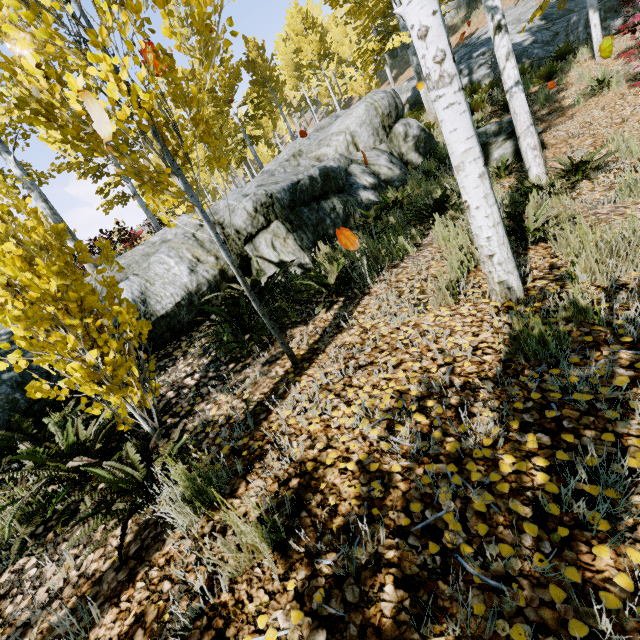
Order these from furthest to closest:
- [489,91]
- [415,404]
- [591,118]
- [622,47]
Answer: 1. [489,91]
2. [622,47]
3. [591,118]
4. [415,404]

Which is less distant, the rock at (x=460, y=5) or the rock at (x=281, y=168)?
the rock at (x=281, y=168)

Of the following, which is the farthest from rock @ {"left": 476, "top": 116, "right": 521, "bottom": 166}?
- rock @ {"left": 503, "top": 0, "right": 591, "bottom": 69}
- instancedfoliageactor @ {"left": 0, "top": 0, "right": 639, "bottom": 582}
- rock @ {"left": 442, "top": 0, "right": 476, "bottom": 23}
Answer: rock @ {"left": 442, "top": 0, "right": 476, "bottom": 23}

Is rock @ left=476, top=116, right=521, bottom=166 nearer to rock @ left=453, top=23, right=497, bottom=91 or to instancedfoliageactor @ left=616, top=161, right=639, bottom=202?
instancedfoliageactor @ left=616, top=161, right=639, bottom=202

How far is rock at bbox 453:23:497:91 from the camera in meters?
12.2 m

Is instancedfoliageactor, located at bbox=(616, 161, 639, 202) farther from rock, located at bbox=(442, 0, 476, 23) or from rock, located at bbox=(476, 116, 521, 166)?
rock, located at bbox=(442, 0, 476, 23)

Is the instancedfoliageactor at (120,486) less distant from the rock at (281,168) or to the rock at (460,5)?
the rock at (281,168)

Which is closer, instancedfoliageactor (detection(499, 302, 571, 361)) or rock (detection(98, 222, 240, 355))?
instancedfoliageactor (detection(499, 302, 571, 361))
